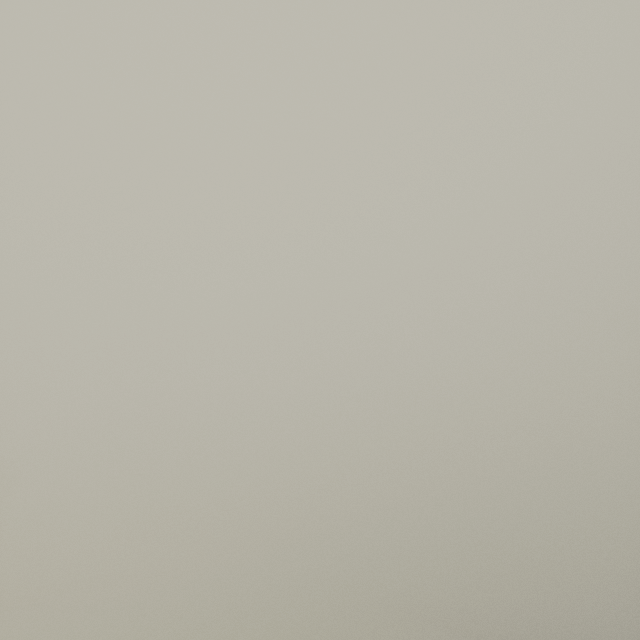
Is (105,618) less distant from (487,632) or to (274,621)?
(274,621)
